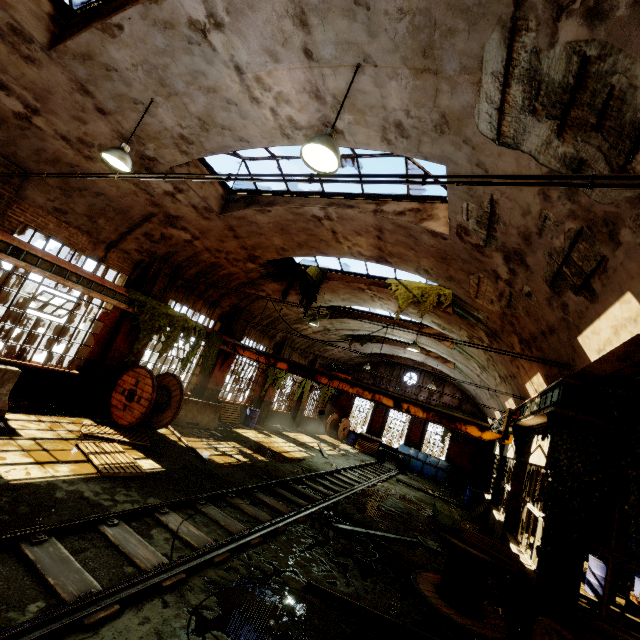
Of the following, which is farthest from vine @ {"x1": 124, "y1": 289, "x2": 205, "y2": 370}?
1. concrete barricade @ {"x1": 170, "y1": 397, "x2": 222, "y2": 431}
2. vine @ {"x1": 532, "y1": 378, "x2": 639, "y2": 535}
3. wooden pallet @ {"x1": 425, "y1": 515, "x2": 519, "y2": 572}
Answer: vine @ {"x1": 532, "y1": 378, "x2": 639, "y2": 535}

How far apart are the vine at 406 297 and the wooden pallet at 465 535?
6.3 meters

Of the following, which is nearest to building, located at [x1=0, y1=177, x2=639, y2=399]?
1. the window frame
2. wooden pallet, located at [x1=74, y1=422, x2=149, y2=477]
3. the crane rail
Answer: the window frame

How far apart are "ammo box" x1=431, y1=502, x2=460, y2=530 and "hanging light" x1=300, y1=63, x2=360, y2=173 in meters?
6.8 m

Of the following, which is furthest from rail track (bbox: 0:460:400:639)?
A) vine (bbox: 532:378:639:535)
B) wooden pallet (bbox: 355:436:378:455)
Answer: vine (bbox: 532:378:639:535)

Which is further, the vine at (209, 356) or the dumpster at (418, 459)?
the dumpster at (418, 459)

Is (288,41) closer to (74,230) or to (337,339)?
(74,230)

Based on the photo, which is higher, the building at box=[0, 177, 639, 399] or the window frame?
the window frame
